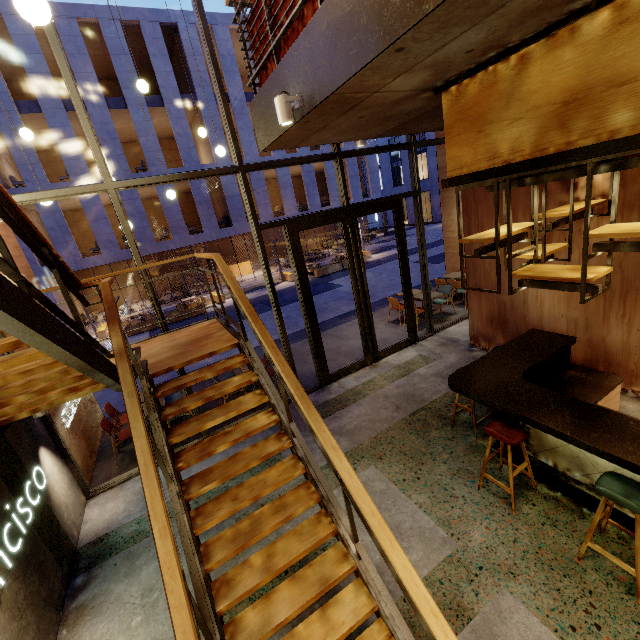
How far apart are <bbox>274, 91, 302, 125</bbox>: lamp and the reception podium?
24.9 meters

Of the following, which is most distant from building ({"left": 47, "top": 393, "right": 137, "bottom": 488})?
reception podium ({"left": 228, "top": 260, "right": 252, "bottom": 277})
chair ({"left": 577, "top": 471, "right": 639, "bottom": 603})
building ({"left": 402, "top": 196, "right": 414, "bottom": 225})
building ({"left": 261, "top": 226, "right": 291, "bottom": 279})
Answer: building ({"left": 402, "top": 196, "right": 414, "bottom": 225})

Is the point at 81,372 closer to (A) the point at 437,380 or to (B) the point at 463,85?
(B) the point at 463,85

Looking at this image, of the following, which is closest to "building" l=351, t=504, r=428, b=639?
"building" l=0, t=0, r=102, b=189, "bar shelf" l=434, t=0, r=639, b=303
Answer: "bar shelf" l=434, t=0, r=639, b=303

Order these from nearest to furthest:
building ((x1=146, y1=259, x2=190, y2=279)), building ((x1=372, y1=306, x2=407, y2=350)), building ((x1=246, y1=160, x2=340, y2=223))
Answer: building ((x1=372, y1=306, x2=407, y2=350)) < building ((x1=246, y1=160, x2=340, y2=223)) < building ((x1=146, y1=259, x2=190, y2=279))

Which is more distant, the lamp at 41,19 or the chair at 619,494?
the chair at 619,494

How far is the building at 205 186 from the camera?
19.5m

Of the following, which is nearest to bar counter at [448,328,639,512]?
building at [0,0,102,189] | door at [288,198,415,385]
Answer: door at [288,198,415,385]
